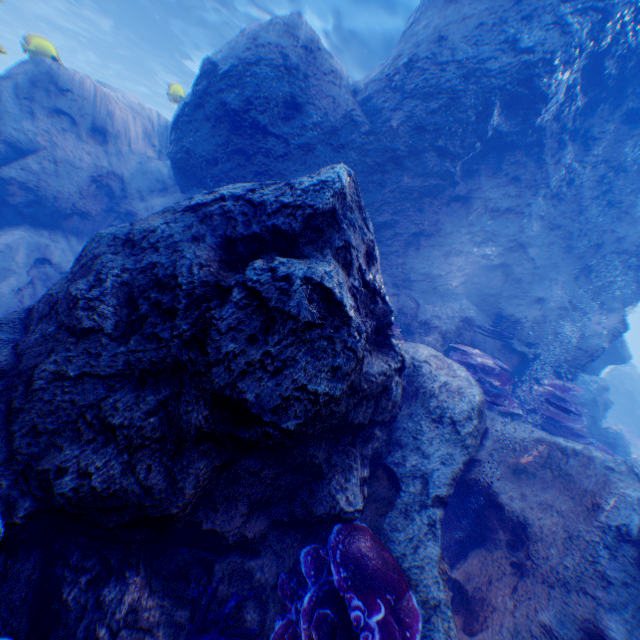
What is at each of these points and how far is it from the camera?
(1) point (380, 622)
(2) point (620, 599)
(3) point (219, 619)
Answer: (1) instancedfoliageactor, 2.34m
(2) rock, 3.52m
(3) instancedfoliageactor, 2.45m

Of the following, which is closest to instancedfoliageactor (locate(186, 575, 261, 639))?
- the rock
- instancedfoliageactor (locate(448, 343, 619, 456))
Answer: the rock

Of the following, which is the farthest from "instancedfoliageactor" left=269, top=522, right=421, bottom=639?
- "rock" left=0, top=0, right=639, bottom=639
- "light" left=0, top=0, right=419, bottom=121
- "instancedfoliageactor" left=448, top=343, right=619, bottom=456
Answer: "light" left=0, top=0, right=419, bottom=121

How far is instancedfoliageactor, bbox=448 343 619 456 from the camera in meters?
6.3 m

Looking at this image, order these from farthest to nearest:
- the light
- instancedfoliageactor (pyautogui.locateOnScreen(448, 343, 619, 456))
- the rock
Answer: the light < instancedfoliageactor (pyautogui.locateOnScreen(448, 343, 619, 456)) < the rock

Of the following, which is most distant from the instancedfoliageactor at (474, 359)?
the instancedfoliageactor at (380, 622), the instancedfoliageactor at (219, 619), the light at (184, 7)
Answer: the light at (184, 7)

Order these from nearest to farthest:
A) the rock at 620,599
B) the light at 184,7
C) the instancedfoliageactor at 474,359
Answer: the rock at 620,599
the instancedfoliageactor at 474,359
the light at 184,7
